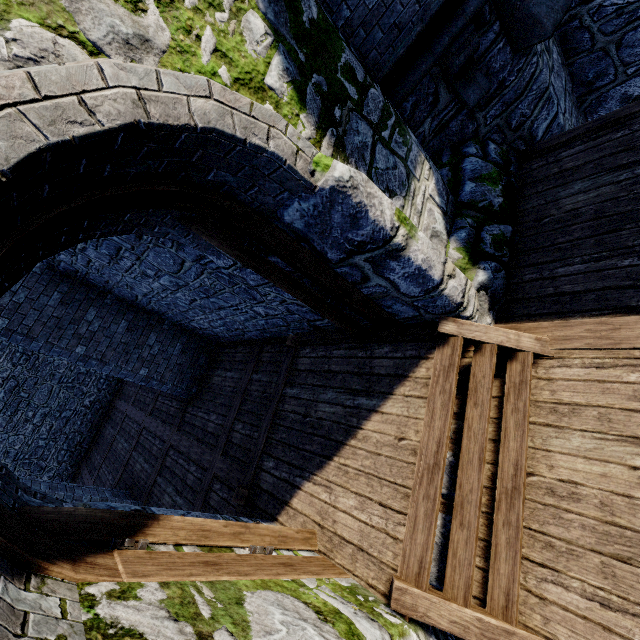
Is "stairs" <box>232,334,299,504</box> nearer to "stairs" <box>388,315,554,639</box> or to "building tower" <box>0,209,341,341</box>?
"building tower" <box>0,209,341,341</box>

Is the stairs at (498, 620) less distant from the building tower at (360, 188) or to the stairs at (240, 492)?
the building tower at (360, 188)

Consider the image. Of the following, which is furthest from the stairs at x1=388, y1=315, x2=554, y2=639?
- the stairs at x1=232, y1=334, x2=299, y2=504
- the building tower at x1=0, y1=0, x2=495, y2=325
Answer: the stairs at x1=232, y1=334, x2=299, y2=504

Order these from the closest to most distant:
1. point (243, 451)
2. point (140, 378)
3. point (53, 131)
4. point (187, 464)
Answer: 1. point (53, 131)
2. point (243, 451)
3. point (187, 464)
4. point (140, 378)

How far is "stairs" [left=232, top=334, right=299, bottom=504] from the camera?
4.7m

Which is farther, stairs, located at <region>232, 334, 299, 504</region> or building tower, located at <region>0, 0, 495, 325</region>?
stairs, located at <region>232, 334, 299, 504</region>
